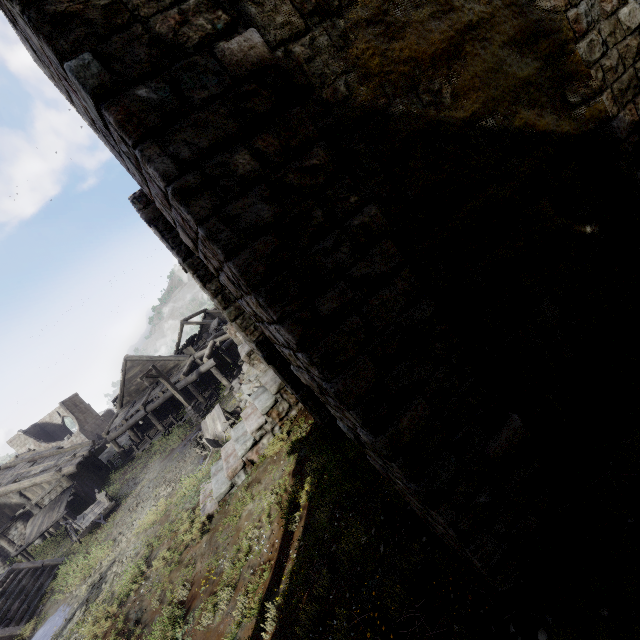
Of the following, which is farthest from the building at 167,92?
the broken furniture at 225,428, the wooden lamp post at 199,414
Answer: the broken furniture at 225,428

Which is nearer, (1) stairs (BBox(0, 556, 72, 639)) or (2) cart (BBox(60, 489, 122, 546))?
(1) stairs (BBox(0, 556, 72, 639))

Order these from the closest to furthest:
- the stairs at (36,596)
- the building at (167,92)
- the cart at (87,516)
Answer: the building at (167,92) → the stairs at (36,596) → the cart at (87,516)

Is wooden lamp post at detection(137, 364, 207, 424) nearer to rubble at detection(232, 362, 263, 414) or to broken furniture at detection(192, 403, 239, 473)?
rubble at detection(232, 362, 263, 414)

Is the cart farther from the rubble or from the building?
the rubble

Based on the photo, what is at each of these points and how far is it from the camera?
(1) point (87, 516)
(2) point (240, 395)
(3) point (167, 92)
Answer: (1) cart, 17.2m
(2) rubble, 19.5m
(3) building, 2.3m

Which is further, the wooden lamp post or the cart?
the wooden lamp post

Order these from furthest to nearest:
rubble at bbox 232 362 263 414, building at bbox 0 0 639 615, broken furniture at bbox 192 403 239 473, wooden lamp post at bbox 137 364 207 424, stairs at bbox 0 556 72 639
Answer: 1. wooden lamp post at bbox 137 364 207 424
2. rubble at bbox 232 362 263 414
3. broken furniture at bbox 192 403 239 473
4. stairs at bbox 0 556 72 639
5. building at bbox 0 0 639 615
